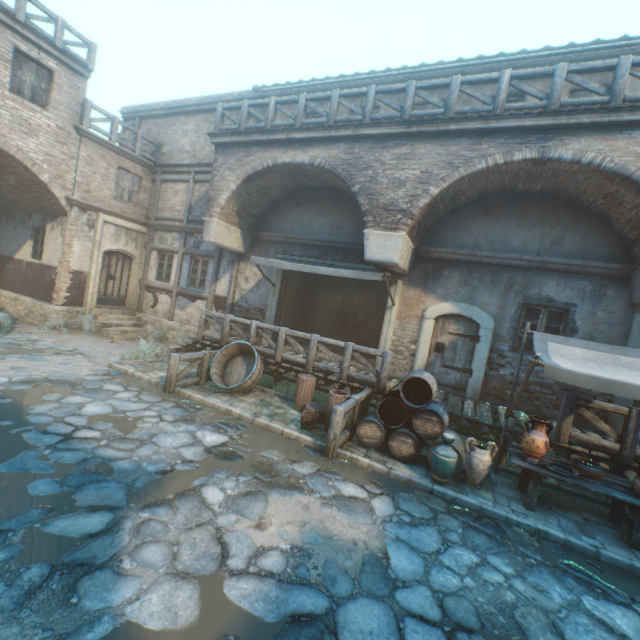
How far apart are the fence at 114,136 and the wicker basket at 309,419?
11.80m

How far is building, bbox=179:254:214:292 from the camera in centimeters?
1290cm

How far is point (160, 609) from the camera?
2.8m

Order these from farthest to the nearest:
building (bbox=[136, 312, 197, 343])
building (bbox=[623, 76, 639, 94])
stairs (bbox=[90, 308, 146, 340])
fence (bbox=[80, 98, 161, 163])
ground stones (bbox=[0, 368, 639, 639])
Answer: building (bbox=[136, 312, 197, 343]) → stairs (bbox=[90, 308, 146, 340]) → fence (bbox=[80, 98, 161, 163]) → building (bbox=[623, 76, 639, 94]) → ground stones (bbox=[0, 368, 639, 639])

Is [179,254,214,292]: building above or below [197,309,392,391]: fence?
above

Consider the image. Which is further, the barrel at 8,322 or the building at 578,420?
the barrel at 8,322

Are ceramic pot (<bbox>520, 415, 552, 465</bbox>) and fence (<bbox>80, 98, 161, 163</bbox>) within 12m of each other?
no
